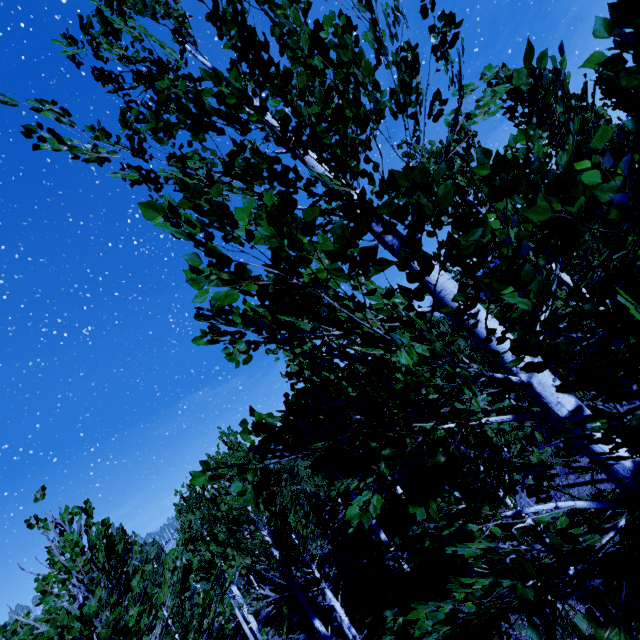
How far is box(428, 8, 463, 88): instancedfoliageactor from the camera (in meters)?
1.91

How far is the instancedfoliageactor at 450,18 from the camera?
1.91m

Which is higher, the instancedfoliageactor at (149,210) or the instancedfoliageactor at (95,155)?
the instancedfoliageactor at (95,155)

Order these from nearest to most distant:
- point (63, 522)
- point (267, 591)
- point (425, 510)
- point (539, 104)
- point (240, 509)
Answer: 1. point (63, 522)
2. point (240, 509)
3. point (425, 510)
4. point (267, 591)
5. point (539, 104)

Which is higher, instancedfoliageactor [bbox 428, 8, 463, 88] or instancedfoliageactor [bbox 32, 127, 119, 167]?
instancedfoliageactor [bbox 32, 127, 119, 167]

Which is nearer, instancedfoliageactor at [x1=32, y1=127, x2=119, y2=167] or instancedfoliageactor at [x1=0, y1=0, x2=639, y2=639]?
instancedfoliageactor at [x1=0, y1=0, x2=639, y2=639]
